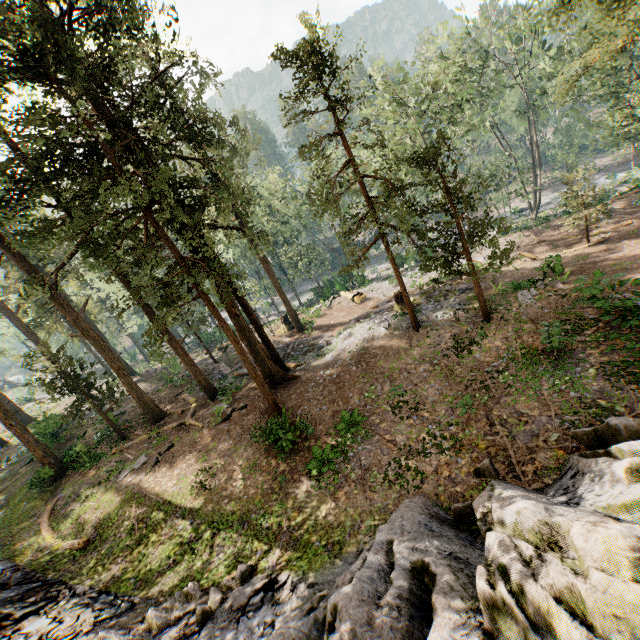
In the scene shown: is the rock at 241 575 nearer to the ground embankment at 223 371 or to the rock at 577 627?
the rock at 577 627

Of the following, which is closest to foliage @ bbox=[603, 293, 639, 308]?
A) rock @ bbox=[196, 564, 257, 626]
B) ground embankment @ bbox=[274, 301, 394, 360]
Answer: ground embankment @ bbox=[274, 301, 394, 360]

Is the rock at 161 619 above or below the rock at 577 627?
below

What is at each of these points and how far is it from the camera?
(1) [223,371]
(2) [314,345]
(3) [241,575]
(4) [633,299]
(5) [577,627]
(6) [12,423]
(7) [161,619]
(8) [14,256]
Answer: (1) ground embankment, 28.67m
(2) ground embankment, 25.77m
(3) rock, 10.01m
(4) foliage, 11.88m
(5) rock, 3.57m
(6) foliage, 20.83m
(7) rock, 9.49m
(8) foliage, 18.88m

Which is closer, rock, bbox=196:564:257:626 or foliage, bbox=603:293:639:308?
rock, bbox=196:564:257:626

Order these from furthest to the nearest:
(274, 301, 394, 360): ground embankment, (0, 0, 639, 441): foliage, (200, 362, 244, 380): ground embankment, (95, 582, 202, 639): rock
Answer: (200, 362, 244, 380): ground embankment → (274, 301, 394, 360): ground embankment → (0, 0, 639, 441): foliage → (95, 582, 202, 639): rock

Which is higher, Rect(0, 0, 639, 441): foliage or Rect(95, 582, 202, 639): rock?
Rect(0, 0, 639, 441): foliage
